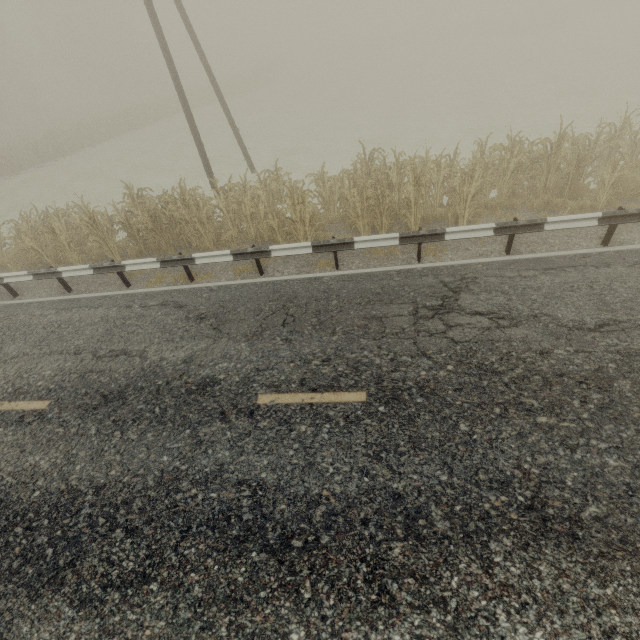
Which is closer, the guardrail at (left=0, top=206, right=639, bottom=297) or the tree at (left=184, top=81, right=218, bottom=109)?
A: the guardrail at (left=0, top=206, right=639, bottom=297)

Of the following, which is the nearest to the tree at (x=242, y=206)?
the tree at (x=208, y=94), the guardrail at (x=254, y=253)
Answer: the guardrail at (x=254, y=253)

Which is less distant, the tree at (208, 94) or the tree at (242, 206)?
the tree at (242, 206)

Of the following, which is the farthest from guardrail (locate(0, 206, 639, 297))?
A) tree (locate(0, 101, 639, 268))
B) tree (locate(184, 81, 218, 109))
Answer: tree (locate(184, 81, 218, 109))

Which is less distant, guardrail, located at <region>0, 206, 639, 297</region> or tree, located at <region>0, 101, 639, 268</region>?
guardrail, located at <region>0, 206, 639, 297</region>

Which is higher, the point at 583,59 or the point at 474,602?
the point at 474,602
